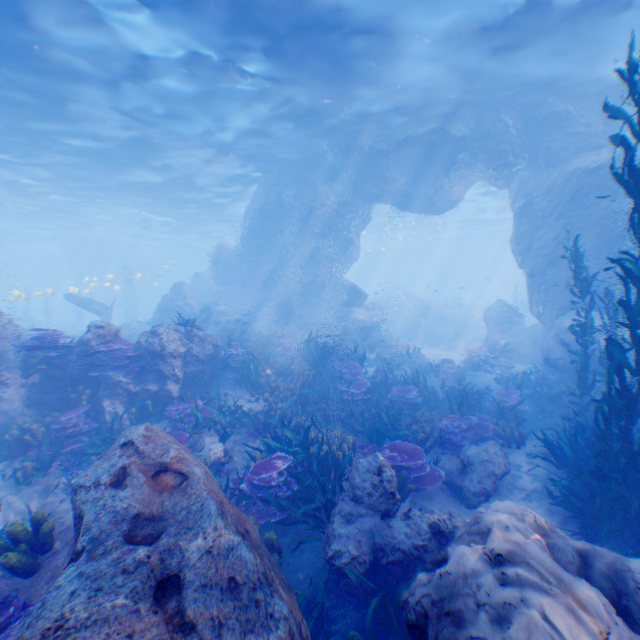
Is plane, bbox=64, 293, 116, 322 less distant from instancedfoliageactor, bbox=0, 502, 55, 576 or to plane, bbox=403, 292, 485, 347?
instancedfoliageactor, bbox=0, 502, 55, 576

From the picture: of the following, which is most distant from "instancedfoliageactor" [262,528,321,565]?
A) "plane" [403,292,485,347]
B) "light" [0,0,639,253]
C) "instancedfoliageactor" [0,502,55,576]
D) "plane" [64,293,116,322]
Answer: "plane" [403,292,485,347]

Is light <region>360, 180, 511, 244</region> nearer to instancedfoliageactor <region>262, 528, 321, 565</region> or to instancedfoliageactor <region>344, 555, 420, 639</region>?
instancedfoliageactor <region>262, 528, 321, 565</region>

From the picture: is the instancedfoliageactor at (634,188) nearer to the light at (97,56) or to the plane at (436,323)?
the light at (97,56)

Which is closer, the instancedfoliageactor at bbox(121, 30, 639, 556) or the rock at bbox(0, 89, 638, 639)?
the rock at bbox(0, 89, 638, 639)

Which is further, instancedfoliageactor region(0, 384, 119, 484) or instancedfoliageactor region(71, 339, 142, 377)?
instancedfoliageactor region(71, 339, 142, 377)

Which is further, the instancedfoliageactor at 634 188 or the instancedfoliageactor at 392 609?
the instancedfoliageactor at 634 188

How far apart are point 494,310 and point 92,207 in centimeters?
3622cm
